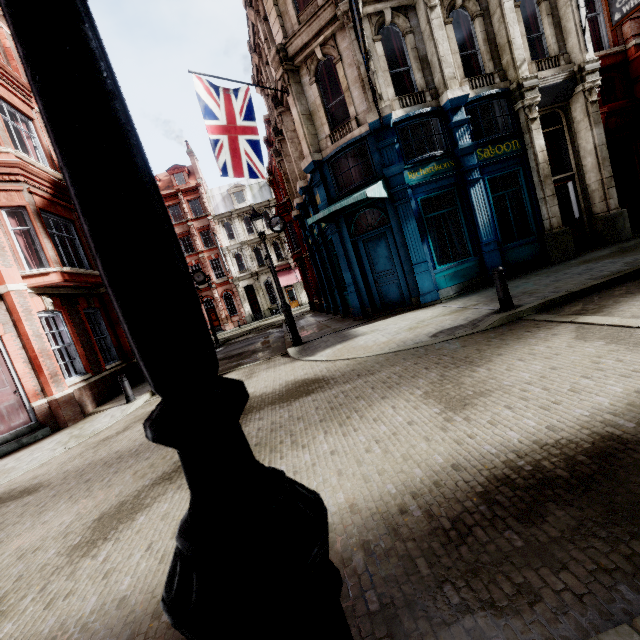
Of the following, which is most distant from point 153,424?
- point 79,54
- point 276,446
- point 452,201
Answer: point 452,201

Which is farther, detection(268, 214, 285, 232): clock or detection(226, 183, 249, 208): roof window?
detection(226, 183, 249, 208): roof window

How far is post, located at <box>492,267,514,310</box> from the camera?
7.0 meters

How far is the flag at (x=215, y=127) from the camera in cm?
1017

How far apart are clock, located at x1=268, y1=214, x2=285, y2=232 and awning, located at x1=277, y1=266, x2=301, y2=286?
19.73m

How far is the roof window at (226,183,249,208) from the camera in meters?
40.6

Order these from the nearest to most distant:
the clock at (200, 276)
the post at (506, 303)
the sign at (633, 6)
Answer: the post at (506, 303)
the sign at (633, 6)
the clock at (200, 276)

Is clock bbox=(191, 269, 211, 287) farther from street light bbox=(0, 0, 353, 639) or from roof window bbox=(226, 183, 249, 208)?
street light bbox=(0, 0, 353, 639)
